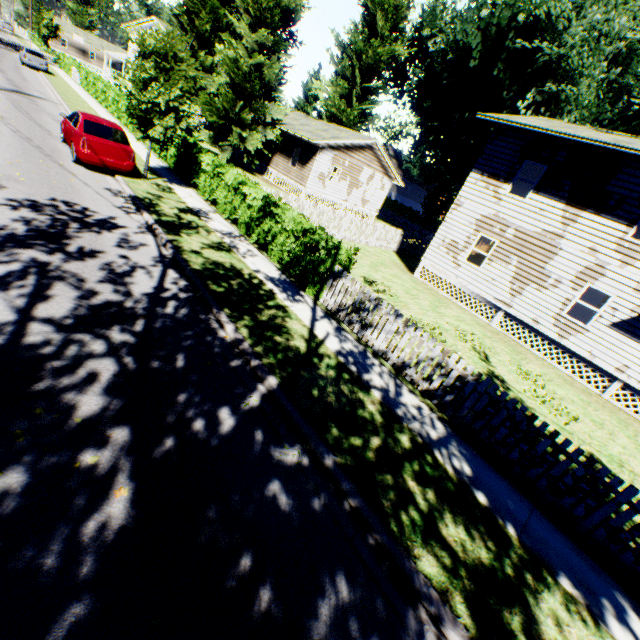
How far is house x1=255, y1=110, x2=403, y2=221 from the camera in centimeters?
2592cm

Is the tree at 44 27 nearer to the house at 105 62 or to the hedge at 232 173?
the house at 105 62

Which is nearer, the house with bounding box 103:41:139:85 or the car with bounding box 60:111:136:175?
the car with bounding box 60:111:136:175

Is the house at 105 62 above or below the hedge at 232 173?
above

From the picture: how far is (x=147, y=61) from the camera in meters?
11.2 m

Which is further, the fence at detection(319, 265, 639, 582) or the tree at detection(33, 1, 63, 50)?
the tree at detection(33, 1, 63, 50)

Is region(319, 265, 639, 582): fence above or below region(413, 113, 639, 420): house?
below

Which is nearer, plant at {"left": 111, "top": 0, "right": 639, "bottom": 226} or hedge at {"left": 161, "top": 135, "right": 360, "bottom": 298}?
hedge at {"left": 161, "top": 135, "right": 360, "bottom": 298}
